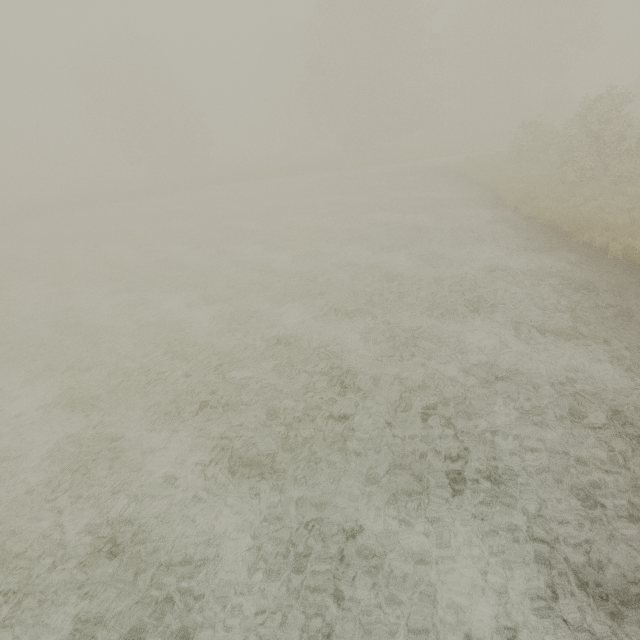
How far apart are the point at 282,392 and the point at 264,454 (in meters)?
1.58
